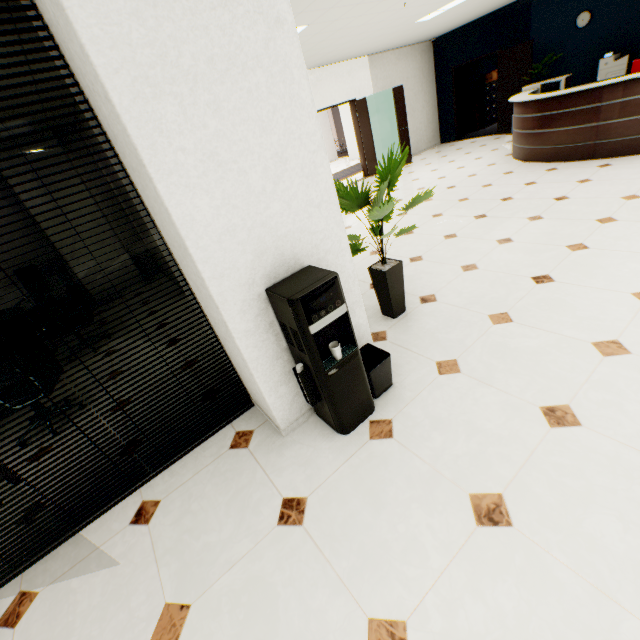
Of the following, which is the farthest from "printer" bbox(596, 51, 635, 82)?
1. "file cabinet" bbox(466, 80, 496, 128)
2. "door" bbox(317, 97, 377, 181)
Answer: "door" bbox(317, 97, 377, 181)

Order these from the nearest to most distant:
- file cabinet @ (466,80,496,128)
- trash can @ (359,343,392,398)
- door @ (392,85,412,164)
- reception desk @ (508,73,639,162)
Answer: trash can @ (359,343,392,398) → reception desk @ (508,73,639,162) → door @ (392,85,412,164) → file cabinet @ (466,80,496,128)

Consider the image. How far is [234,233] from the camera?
1.7m

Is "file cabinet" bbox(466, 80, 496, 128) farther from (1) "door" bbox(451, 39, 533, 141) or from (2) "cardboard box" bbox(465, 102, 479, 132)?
(1) "door" bbox(451, 39, 533, 141)

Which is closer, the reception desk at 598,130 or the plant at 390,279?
the plant at 390,279

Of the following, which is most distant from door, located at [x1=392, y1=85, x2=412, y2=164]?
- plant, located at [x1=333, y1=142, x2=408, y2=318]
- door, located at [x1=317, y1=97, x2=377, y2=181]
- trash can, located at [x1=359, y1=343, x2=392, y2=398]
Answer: trash can, located at [x1=359, y1=343, x2=392, y2=398]

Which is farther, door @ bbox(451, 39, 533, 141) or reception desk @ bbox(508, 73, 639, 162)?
door @ bbox(451, 39, 533, 141)

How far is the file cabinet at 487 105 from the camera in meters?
11.3 m
